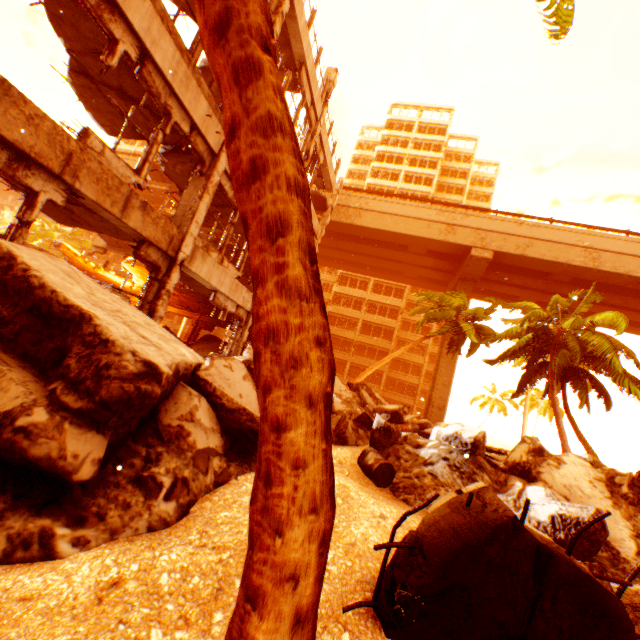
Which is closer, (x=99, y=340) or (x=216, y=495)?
(x=99, y=340)

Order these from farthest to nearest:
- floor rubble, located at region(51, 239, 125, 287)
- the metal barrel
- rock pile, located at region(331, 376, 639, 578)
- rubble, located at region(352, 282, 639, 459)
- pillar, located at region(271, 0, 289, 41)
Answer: rubble, located at region(352, 282, 639, 459), floor rubble, located at region(51, 239, 125, 287), pillar, located at region(271, 0, 289, 41), the metal barrel, rock pile, located at region(331, 376, 639, 578)

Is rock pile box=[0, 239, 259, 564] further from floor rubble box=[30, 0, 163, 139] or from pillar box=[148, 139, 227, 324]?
floor rubble box=[30, 0, 163, 139]

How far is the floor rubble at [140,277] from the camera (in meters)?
14.65

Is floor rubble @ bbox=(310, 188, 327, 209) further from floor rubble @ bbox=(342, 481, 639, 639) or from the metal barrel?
floor rubble @ bbox=(342, 481, 639, 639)

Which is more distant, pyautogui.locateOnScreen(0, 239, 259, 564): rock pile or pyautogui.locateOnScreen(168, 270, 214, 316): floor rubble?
pyautogui.locateOnScreen(168, 270, 214, 316): floor rubble

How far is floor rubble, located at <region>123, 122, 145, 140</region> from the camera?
8.8m

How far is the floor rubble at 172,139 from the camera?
8.46m
